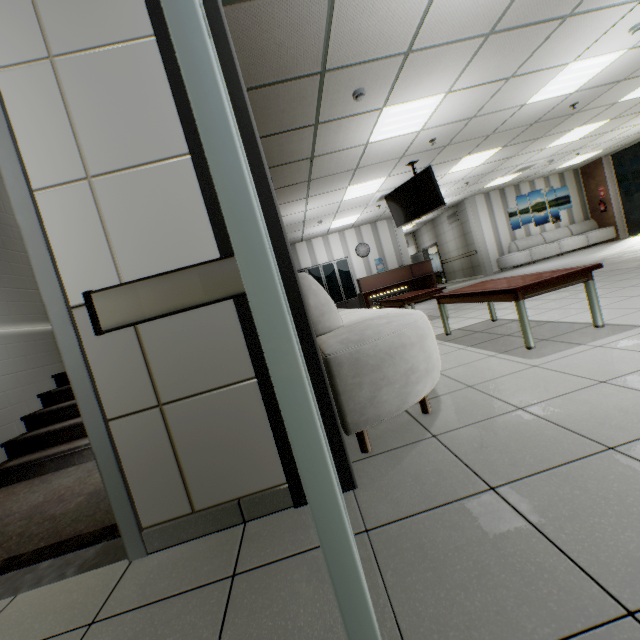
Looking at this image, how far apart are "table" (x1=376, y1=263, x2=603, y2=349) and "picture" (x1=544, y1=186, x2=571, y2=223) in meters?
11.1 m

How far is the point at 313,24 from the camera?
2.91m

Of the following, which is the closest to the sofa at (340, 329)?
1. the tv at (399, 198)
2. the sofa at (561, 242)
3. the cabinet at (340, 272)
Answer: the tv at (399, 198)

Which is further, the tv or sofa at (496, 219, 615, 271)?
sofa at (496, 219, 615, 271)

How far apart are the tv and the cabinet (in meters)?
4.32

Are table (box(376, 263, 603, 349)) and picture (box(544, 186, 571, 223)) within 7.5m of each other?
no

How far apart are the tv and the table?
2.97m

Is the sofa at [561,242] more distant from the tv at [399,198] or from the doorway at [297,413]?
the doorway at [297,413]
